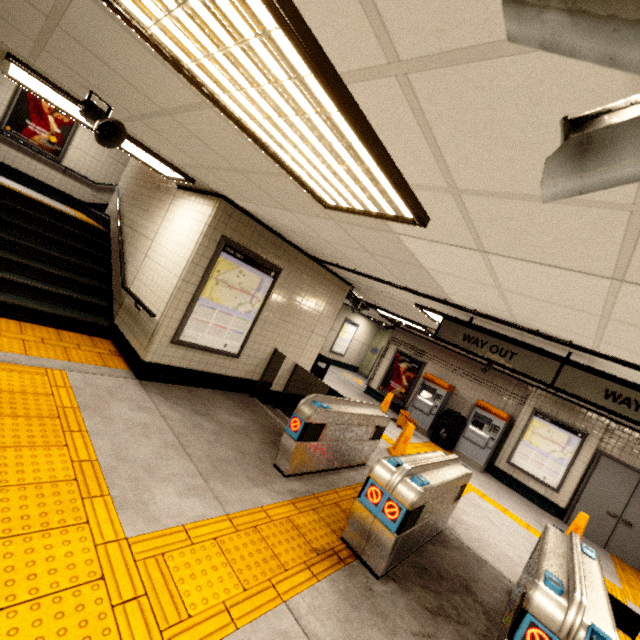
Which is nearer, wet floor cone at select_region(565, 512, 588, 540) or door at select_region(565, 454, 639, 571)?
wet floor cone at select_region(565, 512, 588, 540)

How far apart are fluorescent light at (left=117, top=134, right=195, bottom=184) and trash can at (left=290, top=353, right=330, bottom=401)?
4.4m

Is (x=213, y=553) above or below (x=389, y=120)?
below

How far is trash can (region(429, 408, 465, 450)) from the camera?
9.8 meters

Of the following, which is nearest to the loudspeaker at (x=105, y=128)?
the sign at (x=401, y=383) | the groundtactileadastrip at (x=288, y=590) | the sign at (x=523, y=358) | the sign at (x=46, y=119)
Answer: the groundtactileadastrip at (x=288, y=590)

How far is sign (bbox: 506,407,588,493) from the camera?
8.5 meters

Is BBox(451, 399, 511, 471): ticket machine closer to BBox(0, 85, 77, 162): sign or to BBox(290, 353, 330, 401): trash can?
BBox(290, 353, 330, 401): trash can

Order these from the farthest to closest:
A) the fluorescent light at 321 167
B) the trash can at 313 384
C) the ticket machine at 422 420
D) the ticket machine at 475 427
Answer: the ticket machine at 422 420, the ticket machine at 475 427, the trash can at 313 384, the fluorescent light at 321 167
